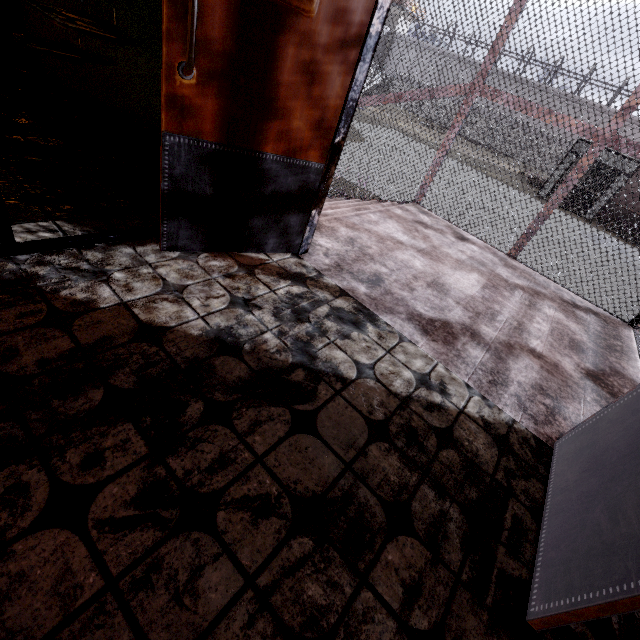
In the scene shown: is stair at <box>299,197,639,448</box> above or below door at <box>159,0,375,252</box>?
below

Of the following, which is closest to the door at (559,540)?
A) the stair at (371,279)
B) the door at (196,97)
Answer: the stair at (371,279)

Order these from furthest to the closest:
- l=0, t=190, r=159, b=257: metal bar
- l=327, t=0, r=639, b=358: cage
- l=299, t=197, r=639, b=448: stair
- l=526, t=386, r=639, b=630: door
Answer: l=327, t=0, r=639, b=358: cage < l=299, t=197, r=639, b=448: stair < l=0, t=190, r=159, b=257: metal bar < l=526, t=386, r=639, b=630: door

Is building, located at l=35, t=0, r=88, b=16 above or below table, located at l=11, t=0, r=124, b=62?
above

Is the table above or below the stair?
above

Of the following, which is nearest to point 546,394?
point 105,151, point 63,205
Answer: point 63,205

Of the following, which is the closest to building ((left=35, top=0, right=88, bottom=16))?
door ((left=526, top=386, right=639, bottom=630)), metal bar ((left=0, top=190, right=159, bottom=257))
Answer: metal bar ((left=0, top=190, right=159, bottom=257))

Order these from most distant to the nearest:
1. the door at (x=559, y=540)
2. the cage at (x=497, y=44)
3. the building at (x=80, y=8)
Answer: the cage at (x=497, y=44)
the building at (x=80, y=8)
the door at (x=559, y=540)
